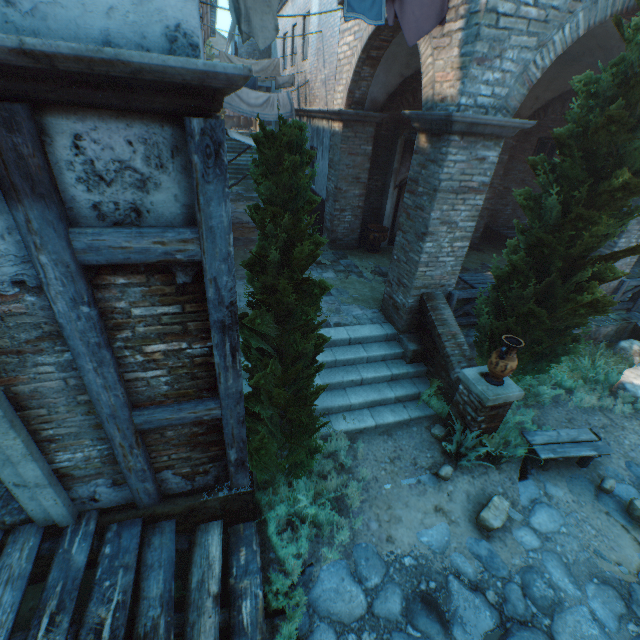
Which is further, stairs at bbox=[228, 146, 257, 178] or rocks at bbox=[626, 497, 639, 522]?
stairs at bbox=[228, 146, 257, 178]

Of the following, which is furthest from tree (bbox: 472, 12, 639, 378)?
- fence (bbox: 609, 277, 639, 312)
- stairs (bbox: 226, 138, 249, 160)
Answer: stairs (bbox: 226, 138, 249, 160)

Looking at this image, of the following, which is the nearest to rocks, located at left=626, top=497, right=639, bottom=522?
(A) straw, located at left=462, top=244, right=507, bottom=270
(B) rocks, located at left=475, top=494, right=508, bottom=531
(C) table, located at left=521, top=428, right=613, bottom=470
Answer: (C) table, located at left=521, top=428, right=613, bottom=470

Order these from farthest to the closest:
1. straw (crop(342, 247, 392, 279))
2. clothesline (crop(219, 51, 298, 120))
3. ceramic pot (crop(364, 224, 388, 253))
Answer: clothesline (crop(219, 51, 298, 120)) < ceramic pot (crop(364, 224, 388, 253)) < straw (crop(342, 247, 392, 279))

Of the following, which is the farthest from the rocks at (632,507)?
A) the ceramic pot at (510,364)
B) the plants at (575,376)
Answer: the ceramic pot at (510,364)

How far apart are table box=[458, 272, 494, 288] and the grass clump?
2.9m

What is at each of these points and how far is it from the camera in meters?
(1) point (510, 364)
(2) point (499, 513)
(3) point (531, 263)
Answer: (1) ceramic pot, 4.8 m
(2) rocks, 4.6 m
(3) tree, 5.1 m

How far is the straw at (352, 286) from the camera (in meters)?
7.89
